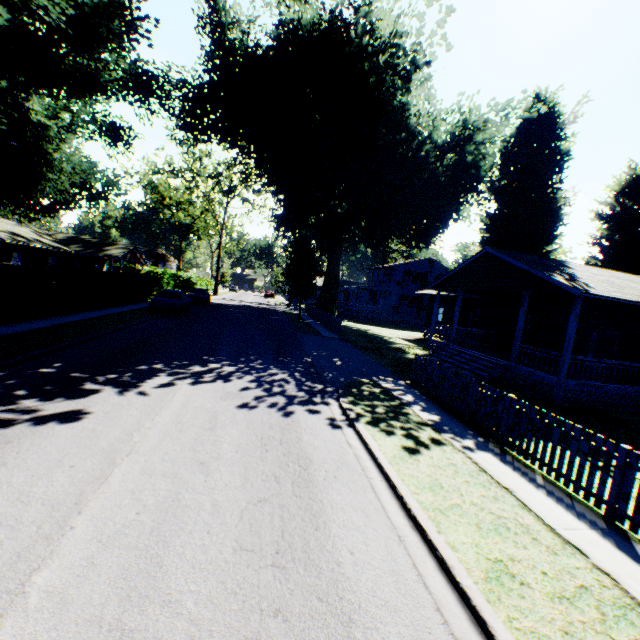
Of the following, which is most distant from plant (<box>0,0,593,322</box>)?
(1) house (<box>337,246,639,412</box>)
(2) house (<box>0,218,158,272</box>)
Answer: (2) house (<box>0,218,158,272</box>)

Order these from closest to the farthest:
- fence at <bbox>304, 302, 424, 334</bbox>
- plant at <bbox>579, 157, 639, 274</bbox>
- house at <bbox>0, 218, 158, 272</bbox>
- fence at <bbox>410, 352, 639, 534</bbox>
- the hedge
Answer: fence at <bbox>410, 352, 639, 534</bbox> → the hedge → plant at <bbox>579, 157, 639, 274</bbox> → fence at <bbox>304, 302, 424, 334</bbox> → house at <bbox>0, 218, 158, 272</bbox>

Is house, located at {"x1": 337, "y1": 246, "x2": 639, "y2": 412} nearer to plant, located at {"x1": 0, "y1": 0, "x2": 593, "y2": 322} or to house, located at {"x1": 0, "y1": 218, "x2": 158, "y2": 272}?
plant, located at {"x1": 0, "y1": 0, "x2": 593, "y2": 322}

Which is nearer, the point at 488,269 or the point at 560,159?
the point at 488,269

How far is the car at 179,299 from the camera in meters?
21.8

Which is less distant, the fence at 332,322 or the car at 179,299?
the car at 179,299

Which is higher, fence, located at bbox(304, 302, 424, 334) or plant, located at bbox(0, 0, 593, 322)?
plant, located at bbox(0, 0, 593, 322)

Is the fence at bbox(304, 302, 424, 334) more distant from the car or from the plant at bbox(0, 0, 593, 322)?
the car
